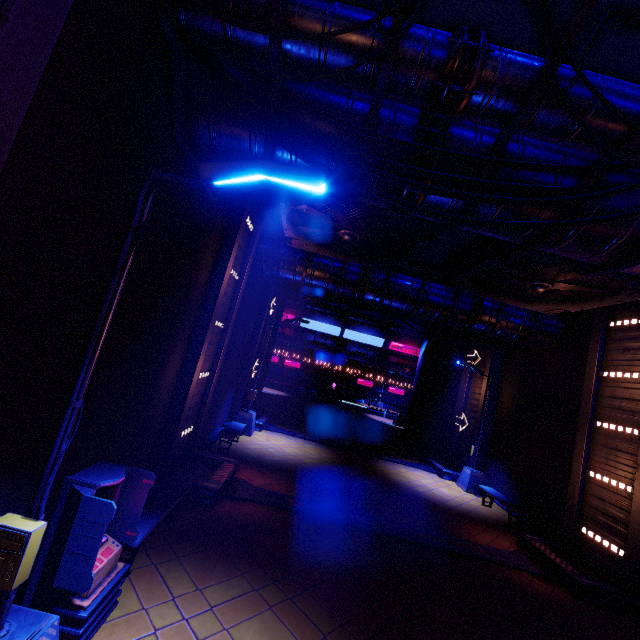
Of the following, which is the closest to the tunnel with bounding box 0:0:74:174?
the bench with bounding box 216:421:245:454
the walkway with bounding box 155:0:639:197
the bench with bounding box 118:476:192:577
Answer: the walkway with bounding box 155:0:639:197

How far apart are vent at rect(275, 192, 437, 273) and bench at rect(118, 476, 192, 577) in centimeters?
743cm

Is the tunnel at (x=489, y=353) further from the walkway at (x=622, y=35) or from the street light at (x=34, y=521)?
the street light at (x=34, y=521)

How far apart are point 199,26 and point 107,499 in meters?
6.8 m

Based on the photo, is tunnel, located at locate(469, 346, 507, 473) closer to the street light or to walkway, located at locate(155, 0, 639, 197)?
walkway, located at locate(155, 0, 639, 197)

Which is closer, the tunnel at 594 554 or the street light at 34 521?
the street light at 34 521

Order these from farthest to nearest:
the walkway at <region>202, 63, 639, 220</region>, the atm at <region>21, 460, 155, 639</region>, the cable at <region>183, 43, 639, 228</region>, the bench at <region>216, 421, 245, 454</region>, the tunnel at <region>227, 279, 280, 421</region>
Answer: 1. the tunnel at <region>227, 279, 280, 421</region>
2. the bench at <region>216, 421, 245, 454</region>
3. the walkway at <region>202, 63, 639, 220</region>
4. the cable at <region>183, 43, 639, 228</region>
5. the atm at <region>21, 460, 155, 639</region>

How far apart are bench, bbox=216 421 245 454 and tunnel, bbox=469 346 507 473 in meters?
11.9
